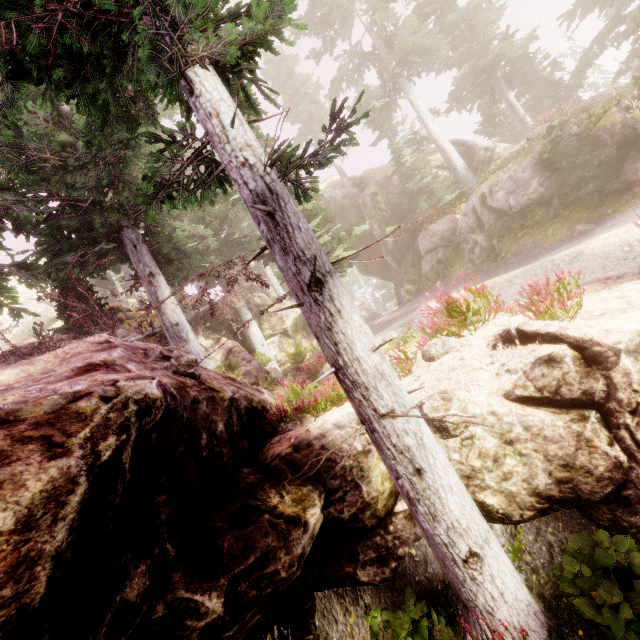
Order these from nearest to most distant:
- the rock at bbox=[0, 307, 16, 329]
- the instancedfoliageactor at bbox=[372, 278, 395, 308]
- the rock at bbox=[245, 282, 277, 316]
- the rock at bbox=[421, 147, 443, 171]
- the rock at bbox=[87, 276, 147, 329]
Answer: the rock at bbox=[87, 276, 147, 329]
the rock at bbox=[245, 282, 277, 316]
the rock at bbox=[421, 147, 443, 171]
the rock at bbox=[0, 307, 16, 329]
the instancedfoliageactor at bbox=[372, 278, 395, 308]

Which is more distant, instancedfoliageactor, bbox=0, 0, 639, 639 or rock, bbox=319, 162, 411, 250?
rock, bbox=319, 162, 411, 250

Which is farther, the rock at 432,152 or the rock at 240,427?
the rock at 432,152

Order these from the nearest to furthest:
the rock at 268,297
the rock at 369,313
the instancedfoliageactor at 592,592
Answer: the instancedfoliageactor at 592,592
the rock at 268,297
the rock at 369,313

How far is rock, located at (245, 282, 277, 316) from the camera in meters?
23.1

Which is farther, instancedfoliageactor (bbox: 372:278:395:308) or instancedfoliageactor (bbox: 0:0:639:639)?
instancedfoliageactor (bbox: 372:278:395:308)

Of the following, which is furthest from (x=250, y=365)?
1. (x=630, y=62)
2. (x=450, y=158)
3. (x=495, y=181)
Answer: (x=630, y=62)
